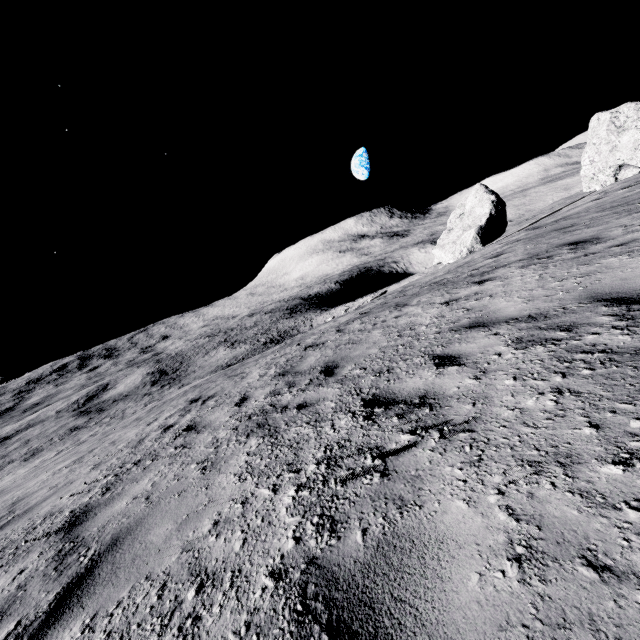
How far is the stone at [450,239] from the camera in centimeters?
2755cm

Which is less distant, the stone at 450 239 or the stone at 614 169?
the stone at 614 169

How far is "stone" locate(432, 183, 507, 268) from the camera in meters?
27.5 m

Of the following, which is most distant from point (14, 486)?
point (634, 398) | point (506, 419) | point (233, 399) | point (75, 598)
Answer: point (634, 398)

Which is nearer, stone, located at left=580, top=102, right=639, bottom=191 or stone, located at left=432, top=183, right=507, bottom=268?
stone, located at left=580, top=102, right=639, bottom=191
